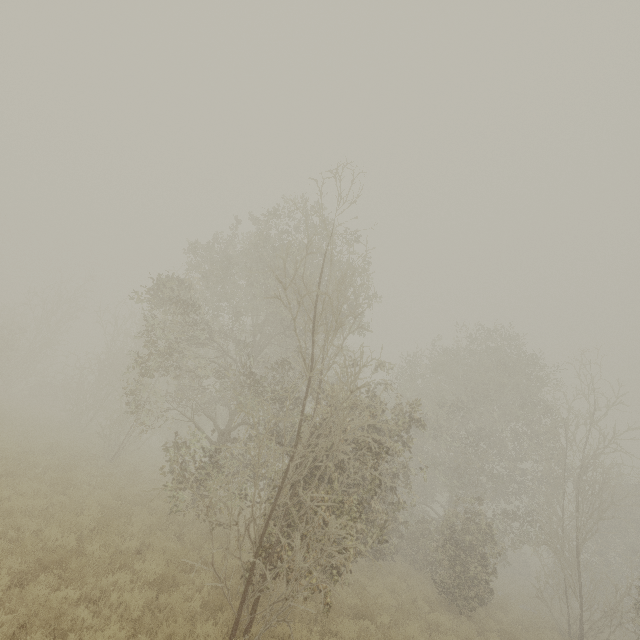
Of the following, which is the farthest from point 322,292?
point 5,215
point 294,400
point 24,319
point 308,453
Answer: point 24,319
